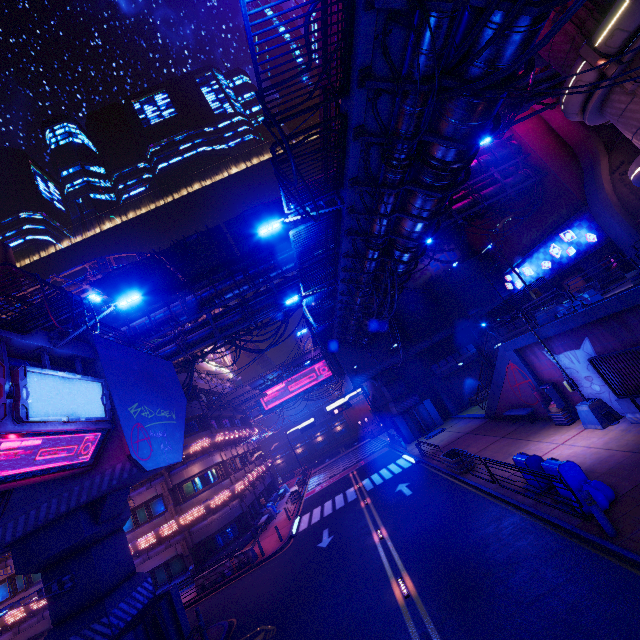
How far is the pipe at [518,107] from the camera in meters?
19.2

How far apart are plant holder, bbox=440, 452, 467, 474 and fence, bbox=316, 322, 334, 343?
12.5m

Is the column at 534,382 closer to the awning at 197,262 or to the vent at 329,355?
the vent at 329,355

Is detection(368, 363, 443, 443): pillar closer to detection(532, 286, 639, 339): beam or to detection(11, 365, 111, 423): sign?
detection(532, 286, 639, 339): beam

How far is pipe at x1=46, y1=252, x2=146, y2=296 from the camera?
25.6m

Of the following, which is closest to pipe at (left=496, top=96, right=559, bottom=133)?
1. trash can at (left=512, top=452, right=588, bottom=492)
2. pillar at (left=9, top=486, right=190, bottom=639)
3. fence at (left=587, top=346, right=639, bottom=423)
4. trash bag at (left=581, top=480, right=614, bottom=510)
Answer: pillar at (left=9, top=486, right=190, bottom=639)

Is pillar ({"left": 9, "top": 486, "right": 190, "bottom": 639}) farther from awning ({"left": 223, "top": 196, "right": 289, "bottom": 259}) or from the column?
the column

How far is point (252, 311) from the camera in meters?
23.0
